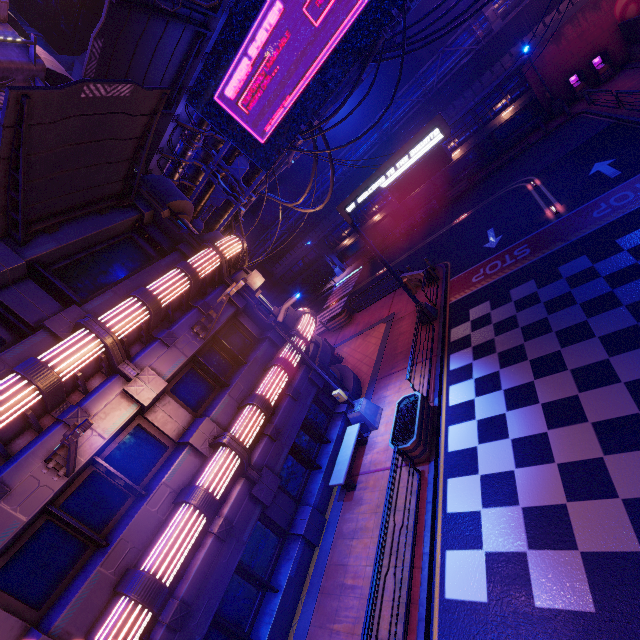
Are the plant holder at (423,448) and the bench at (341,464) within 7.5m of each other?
yes

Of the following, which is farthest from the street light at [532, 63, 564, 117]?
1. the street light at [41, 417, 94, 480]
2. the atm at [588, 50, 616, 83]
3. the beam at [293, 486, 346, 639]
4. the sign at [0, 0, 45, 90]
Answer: the street light at [41, 417, 94, 480]

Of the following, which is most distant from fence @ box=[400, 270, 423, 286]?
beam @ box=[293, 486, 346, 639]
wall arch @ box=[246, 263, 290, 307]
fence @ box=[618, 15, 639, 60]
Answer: wall arch @ box=[246, 263, 290, 307]

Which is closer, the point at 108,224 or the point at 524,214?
the point at 108,224

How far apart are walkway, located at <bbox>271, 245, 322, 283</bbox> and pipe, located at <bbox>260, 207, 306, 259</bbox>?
2.8m

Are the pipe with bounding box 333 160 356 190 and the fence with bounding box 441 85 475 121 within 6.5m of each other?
yes

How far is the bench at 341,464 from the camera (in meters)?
10.85

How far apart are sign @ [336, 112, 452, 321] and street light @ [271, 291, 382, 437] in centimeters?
503cm
